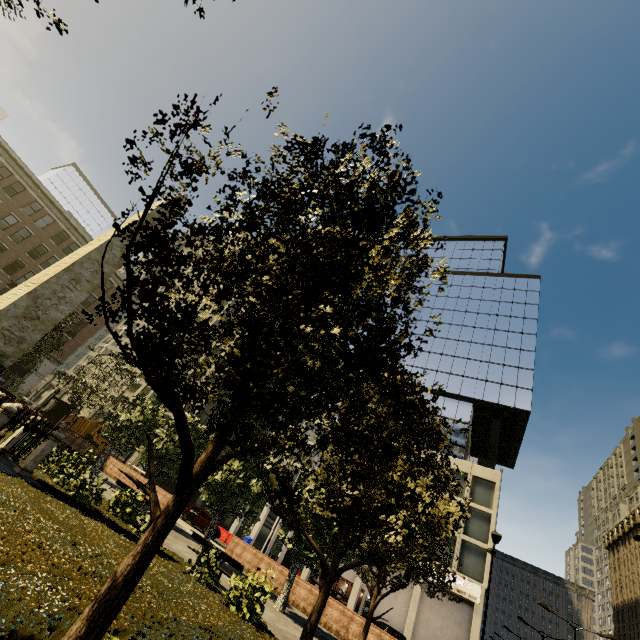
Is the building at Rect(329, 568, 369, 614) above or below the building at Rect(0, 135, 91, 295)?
below

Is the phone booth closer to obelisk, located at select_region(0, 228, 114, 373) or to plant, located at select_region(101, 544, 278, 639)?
plant, located at select_region(101, 544, 278, 639)

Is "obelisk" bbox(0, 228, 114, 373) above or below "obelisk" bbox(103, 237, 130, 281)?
below

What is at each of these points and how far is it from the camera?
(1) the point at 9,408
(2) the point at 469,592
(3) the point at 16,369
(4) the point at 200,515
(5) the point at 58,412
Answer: (1) fence, 9.06m
(2) sign, 26.83m
(3) building, 38.16m
(4) car, 28.19m
(5) phone booth, 24.80m

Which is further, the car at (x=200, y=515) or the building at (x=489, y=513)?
the building at (x=489, y=513)

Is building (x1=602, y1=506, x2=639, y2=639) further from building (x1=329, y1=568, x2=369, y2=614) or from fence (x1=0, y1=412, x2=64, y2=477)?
fence (x1=0, y1=412, x2=64, y2=477)

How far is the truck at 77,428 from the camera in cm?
3900

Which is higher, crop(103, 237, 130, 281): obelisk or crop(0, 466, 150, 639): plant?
crop(103, 237, 130, 281): obelisk
